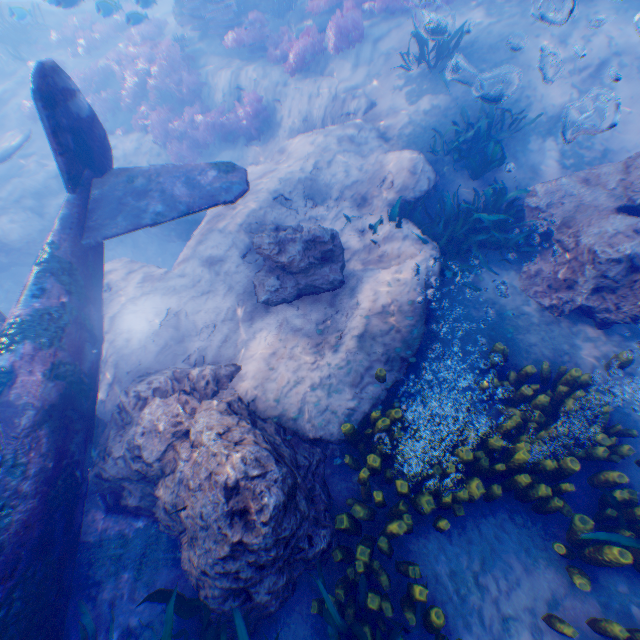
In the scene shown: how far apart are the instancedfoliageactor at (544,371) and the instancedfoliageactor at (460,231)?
1.8 meters

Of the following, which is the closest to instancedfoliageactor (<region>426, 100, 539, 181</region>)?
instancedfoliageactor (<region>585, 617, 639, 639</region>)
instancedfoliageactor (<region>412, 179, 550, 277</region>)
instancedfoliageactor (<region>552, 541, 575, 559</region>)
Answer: instancedfoliageactor (<region>412, 179, 550, 277</region>)

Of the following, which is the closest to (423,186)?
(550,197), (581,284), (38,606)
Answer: (550,197)

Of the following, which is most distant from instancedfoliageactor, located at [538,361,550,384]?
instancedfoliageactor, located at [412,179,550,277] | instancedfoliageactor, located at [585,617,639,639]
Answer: instancedfoliageactor, located at [412,179,550,277]

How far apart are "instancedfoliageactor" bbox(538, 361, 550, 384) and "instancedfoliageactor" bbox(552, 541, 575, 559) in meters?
0.1 m

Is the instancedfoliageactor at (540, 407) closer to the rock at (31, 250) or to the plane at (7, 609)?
the rock at (31, 250)

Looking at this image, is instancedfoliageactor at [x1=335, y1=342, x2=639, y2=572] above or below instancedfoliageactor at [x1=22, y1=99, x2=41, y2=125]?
below

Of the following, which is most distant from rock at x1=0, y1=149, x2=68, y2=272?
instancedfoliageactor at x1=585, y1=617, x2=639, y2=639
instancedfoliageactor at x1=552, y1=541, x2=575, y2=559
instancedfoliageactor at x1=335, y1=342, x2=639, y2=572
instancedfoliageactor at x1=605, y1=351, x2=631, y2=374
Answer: instancedfoliageactor at x1=585, y1=617, x2=639, y2=639
